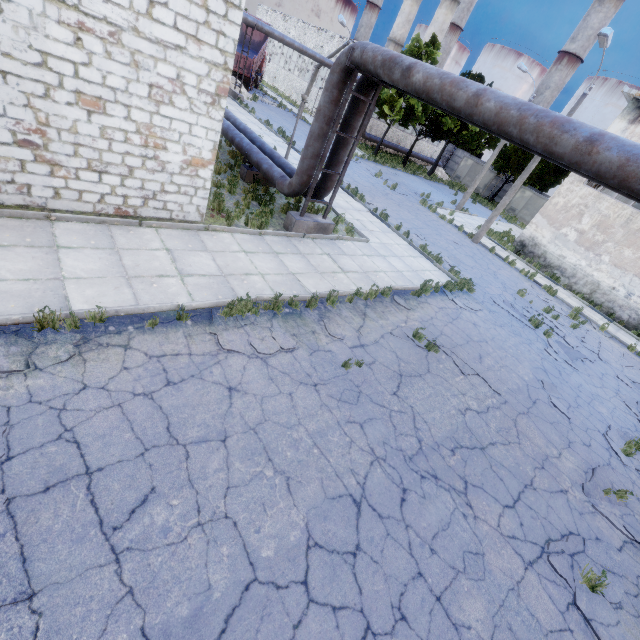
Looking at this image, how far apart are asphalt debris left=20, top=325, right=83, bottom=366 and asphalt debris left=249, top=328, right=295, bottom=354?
1.95m

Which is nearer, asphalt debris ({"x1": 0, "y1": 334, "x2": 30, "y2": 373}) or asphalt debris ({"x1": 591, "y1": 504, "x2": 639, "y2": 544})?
asphalt debris ({"x1": 0, "y1": 334, "x2": 30, "y2": 373})

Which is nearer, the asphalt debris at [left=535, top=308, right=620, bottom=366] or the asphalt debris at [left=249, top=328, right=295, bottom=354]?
the asphalt debris at [left=249, top=328, right=295, bottom=354]

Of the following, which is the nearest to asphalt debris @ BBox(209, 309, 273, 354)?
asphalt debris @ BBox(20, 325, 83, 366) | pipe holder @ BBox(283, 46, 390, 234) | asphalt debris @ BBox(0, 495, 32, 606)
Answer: asphalt debris @ BBox(20, 325, 83, 366)

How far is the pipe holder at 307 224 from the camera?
8.6 meters

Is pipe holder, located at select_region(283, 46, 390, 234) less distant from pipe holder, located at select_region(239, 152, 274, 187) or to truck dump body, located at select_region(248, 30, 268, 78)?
pipe holder, located at select_region(239, 152, 274, 187)

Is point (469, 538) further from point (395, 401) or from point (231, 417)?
point (231, 417)

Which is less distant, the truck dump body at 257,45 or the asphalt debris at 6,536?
the asphalt debris at 6,536
